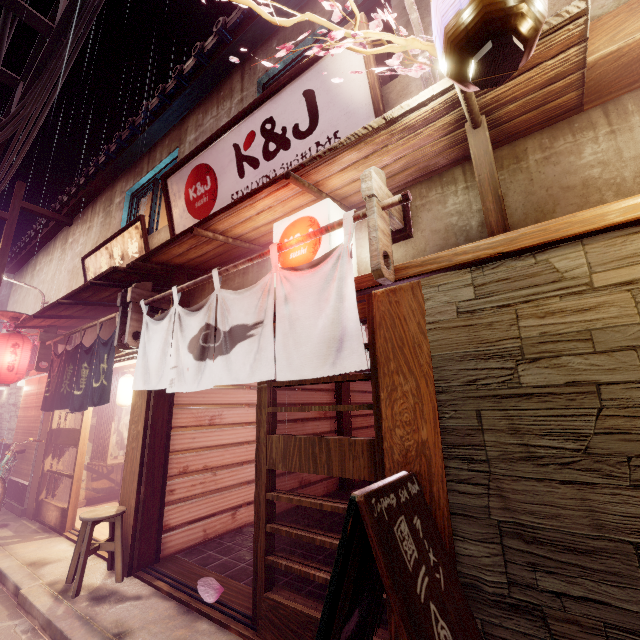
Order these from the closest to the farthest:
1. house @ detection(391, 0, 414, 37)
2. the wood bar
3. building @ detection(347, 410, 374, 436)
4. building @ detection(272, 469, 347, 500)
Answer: the wood bar
house @ detection(391, 0, 414, 37)
building @ detection(272, 469, 347, 500)
building @ detection(347, 410, 374, 436)

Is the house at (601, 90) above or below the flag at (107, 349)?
above

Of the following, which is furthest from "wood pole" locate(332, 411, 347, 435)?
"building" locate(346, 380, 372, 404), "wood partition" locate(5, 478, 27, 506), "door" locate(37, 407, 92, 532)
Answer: "wood partition" locate(5, 478, 27, 506)

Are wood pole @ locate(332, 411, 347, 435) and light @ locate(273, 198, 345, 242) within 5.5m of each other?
no

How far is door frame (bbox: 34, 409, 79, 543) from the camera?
9.7 meters

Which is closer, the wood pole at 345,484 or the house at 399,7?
the house at 399,7

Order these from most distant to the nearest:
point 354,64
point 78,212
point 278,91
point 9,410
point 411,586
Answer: point 78,212, point 9,410, point 278,91, point 354,64, point 411,586

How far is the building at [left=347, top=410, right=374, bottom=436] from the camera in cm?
1575
